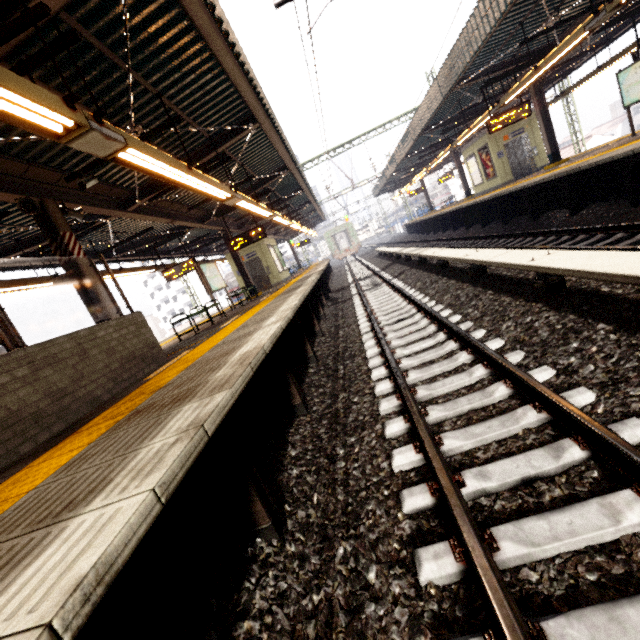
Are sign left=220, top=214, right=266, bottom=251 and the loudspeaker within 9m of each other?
yes

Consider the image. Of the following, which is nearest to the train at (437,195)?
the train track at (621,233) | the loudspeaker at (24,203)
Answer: the train track at (621,233)

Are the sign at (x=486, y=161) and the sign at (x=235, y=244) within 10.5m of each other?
no

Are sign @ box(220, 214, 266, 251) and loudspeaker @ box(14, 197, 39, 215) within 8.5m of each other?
yes

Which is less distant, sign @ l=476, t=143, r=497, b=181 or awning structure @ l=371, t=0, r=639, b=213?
awning structure @ l=371, t=0, r=639, b=213

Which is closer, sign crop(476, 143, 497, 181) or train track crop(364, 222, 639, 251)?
train track crop(364, 222, 639, 251)

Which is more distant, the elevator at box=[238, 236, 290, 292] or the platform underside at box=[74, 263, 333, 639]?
the elevator at box=[238, 236, 290, 292]

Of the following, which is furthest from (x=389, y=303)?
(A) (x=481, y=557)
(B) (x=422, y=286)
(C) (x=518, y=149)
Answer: (C) (x=518, y=149)
